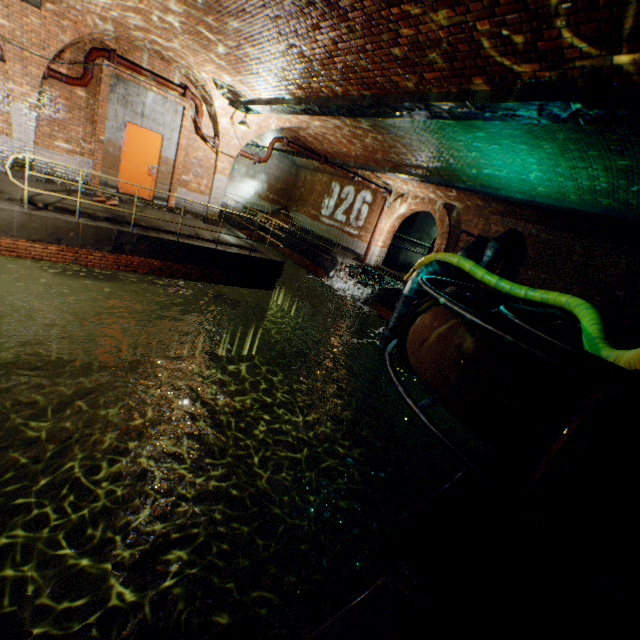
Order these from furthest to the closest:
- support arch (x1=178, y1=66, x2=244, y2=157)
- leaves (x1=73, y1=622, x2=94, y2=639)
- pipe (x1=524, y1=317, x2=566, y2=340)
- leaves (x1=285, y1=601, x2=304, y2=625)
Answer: support arch (x1=178, y1=66, x2=244, y2=157) < pipe (x1=524, y1=317, x2=566, y2=340) < leaves (x1=285, y1=601, x2=304, y2=625) < leaves (x1=73, y1=622, x2=94, y2=639)

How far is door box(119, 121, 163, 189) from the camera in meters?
9.9

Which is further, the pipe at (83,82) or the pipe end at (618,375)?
the pipe at (83,82)

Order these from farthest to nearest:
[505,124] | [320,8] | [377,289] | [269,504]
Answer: [377,289], [269,504], [505,124], [320,8]

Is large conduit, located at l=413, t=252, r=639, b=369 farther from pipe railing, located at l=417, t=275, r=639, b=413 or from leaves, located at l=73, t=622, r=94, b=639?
leaves, located at l=73, t=622, r=94, b=639

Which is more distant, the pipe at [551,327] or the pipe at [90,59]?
the pipe at [90,59]

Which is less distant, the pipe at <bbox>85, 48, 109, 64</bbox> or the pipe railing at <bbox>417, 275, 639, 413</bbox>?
the pipe railing at <bbox>417, 275, 639, 413</bbox>

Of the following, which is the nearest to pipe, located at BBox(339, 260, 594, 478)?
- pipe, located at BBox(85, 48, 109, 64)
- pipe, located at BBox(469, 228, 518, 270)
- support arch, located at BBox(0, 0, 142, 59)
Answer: pipe, located at BBox(469, 228, 518, 270)
